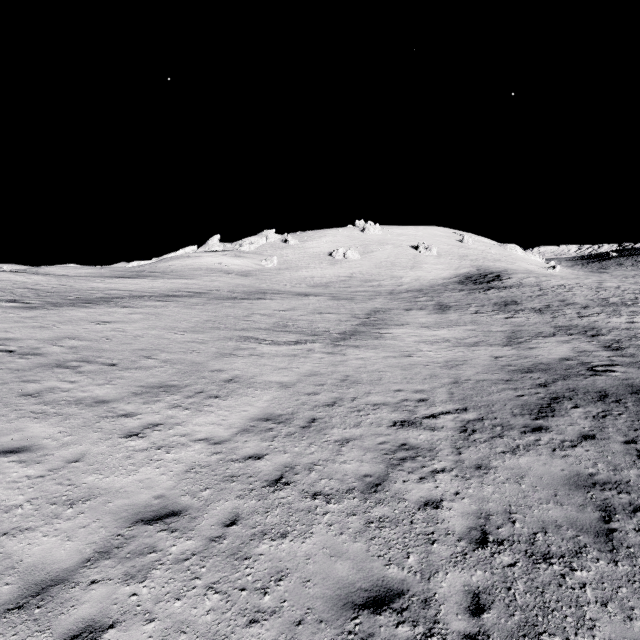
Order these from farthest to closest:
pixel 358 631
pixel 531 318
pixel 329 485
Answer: pixel 531 318 < pixel 329 485 < pixel 358 631
